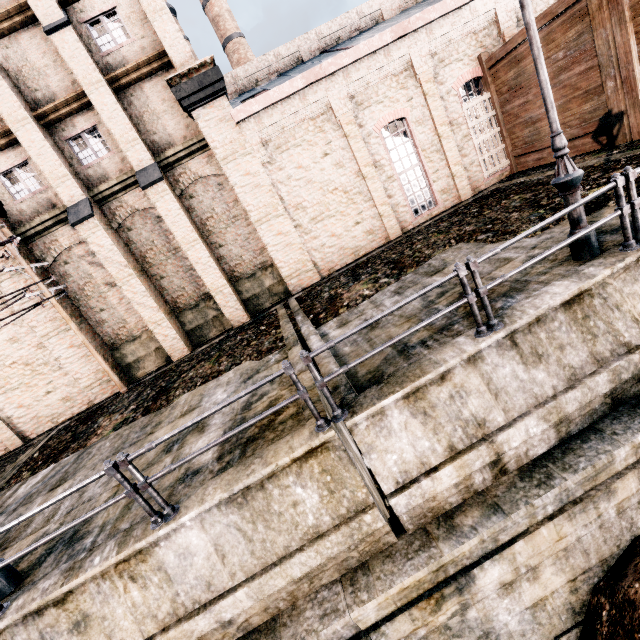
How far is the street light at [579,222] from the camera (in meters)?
5.82

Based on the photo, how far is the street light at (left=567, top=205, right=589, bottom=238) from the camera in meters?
5.8

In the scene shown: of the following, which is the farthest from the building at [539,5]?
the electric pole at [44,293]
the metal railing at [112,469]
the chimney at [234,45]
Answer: the chimney at [234,45]

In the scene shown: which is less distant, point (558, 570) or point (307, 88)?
point (558, 570)

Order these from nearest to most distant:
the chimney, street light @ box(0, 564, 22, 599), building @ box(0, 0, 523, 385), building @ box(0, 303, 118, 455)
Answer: street light @ box(0, 564, 22, 599)
building @ box(0, 0, 523, 385)
building @ box(0, 303, 118, 455)
the chimney

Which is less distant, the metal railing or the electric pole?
the metal railing

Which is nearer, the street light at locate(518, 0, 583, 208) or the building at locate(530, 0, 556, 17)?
the street light at locate(518, 0, 583, 208)
